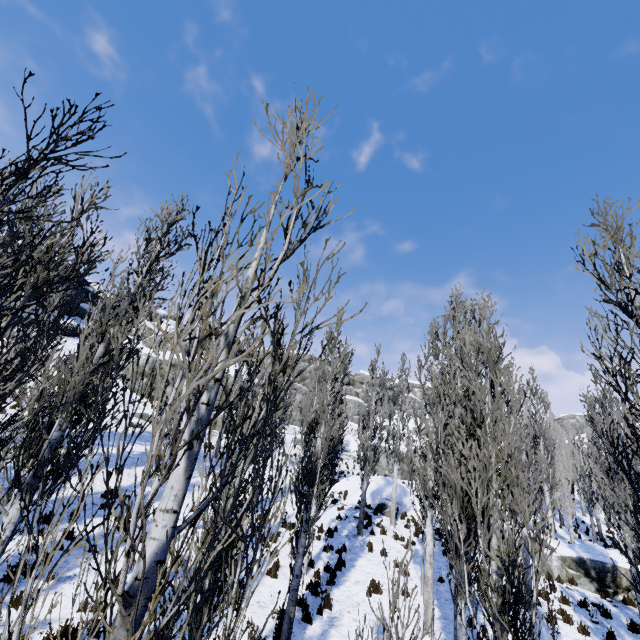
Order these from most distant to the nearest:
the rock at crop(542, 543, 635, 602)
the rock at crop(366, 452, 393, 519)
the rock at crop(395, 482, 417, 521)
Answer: the rock at crop(395, 482, 417, 521) < the rock at crop(366, 452, 393, 519) < the rock at crop(542, 543, 635, 602)

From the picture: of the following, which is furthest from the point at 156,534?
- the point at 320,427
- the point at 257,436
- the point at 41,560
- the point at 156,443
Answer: the point at 41,560

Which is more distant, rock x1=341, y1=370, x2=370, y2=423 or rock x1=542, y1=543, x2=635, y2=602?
rock x1=341, y1=370, x2=370, y2=423

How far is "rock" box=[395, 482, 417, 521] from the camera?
21.2 meters

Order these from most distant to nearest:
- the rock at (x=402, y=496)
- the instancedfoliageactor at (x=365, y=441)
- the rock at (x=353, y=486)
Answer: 1. the rock at (x=353, y=486)
2. the rock at (x=402, y=496)
3. the instancedfoliageactor at (x=365, y=441)

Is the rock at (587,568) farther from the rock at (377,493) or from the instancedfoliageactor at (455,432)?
the rock at (377,493)

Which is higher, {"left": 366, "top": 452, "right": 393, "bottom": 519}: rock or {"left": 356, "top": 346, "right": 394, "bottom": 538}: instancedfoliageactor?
{"left": 356, "top": 346, "right": 394, "bottom": 538}: instancedfoliageactor
